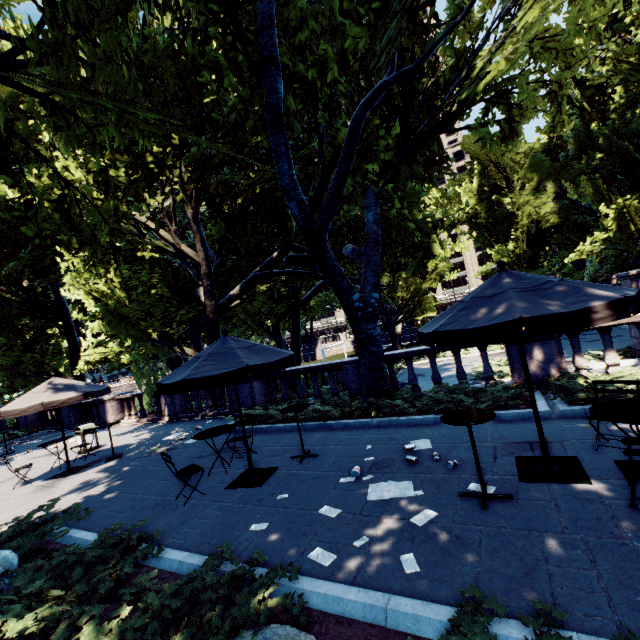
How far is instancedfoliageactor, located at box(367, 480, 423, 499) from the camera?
4.84m

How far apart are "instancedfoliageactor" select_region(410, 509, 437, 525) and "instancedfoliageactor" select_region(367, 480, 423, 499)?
0.38m

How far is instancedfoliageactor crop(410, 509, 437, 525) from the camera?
4.1 meters

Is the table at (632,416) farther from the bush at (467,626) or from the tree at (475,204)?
the tree at (475,204)

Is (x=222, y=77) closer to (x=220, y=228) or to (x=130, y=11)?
(x=130, y=11)

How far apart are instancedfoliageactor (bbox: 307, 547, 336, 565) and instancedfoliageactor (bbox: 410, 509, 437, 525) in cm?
109

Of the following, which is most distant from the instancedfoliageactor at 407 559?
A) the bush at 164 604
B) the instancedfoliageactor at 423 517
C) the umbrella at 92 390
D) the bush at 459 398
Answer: the umbrella at 92 390

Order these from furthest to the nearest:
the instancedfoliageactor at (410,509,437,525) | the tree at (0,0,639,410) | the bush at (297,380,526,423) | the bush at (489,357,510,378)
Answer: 1. the bush at (489,357,510,378)
2. the bush at (297,380,526,423)
3. the tree at (0,0,639,410)
4. the instancedfoliageactor at (410,509,437,525)
